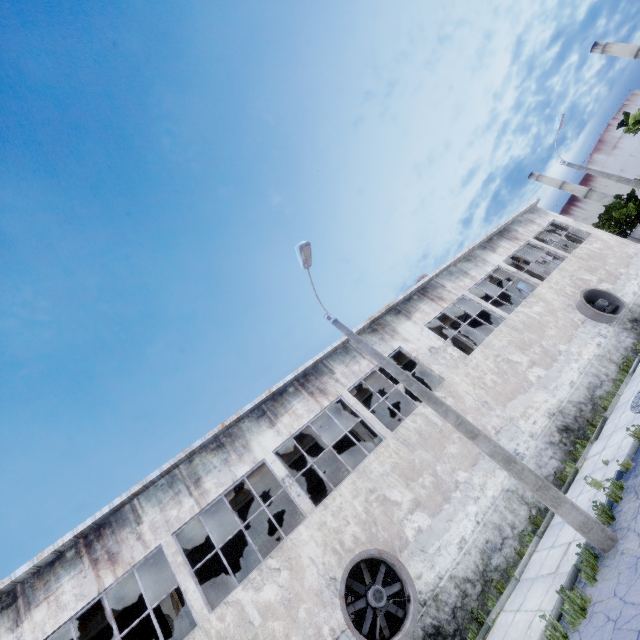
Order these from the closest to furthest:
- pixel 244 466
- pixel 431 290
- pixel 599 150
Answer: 1. pixel 244 466
2. pixel 431 290
3. pixel 599 150

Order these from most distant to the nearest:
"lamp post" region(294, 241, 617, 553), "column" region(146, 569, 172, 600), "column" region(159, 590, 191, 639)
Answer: "column" region(146, 569, 172, 600)
"column" region(159, 590, 191, 639)
"lamp post" region(294, 241, 617, 553)

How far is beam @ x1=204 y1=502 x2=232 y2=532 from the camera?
13.3 meters

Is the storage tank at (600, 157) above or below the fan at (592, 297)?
above

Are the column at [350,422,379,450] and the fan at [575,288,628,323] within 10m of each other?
no

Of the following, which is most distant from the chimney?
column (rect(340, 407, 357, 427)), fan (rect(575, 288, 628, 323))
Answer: column (rect(340, 407, 357, 427))

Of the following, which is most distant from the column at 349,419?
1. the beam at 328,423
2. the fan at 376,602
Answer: the fan at 376,602
